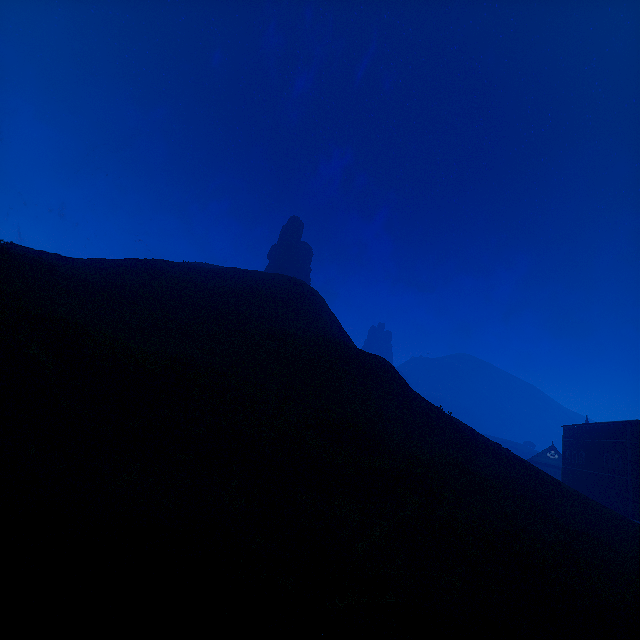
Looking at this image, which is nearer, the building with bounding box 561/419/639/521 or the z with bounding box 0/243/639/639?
the z with bounding box 0/243/639/639

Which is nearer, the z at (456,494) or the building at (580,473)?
the z at (456,494)

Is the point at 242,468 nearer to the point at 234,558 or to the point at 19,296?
the point at 234,558
